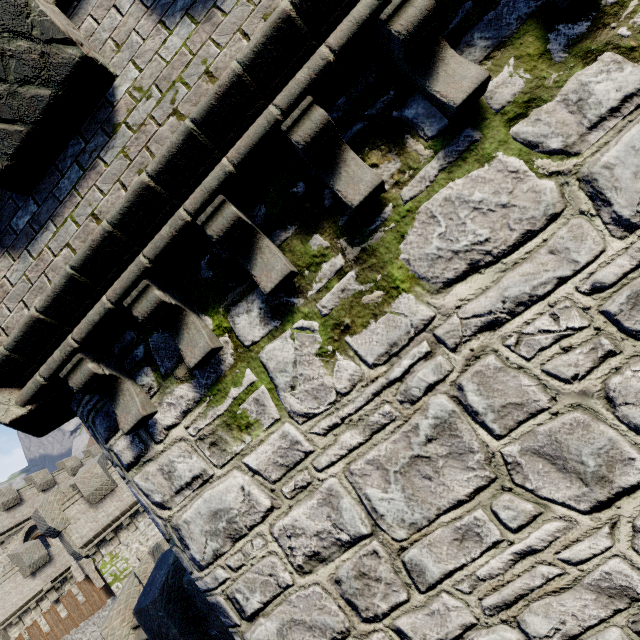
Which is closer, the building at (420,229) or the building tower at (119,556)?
the building at (420,229)

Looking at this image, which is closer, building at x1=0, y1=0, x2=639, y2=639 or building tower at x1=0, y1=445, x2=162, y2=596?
building at x1=0, y1=0, x2=639, y2=639

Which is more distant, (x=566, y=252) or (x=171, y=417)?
(x=171, y=417)
